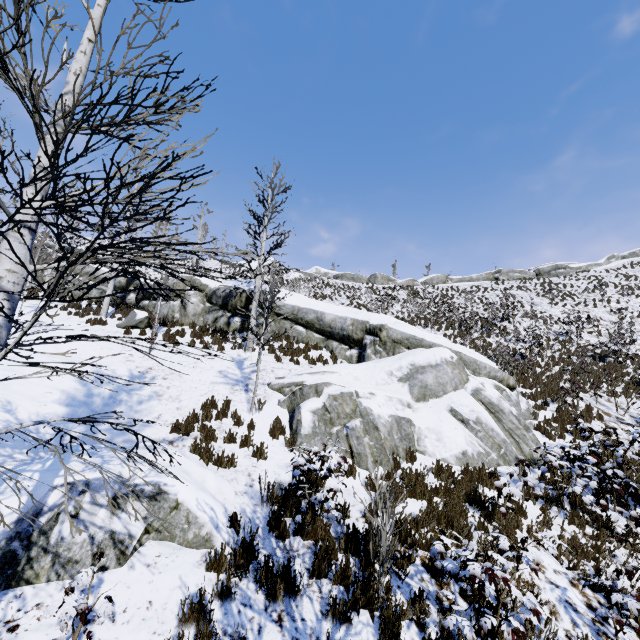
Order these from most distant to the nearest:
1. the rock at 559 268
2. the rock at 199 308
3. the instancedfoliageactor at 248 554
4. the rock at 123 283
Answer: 1. the rock at 559 268
2. the rock at 123 283
3. the rock at 199 308
4. the instancedfoliageactor at 248 554

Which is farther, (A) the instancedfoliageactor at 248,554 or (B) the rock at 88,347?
(B) the rock at 88,347

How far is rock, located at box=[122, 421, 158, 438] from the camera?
7.1m

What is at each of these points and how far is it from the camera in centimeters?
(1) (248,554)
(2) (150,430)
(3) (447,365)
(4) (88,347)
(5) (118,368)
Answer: (1) instancedfoliageactor, 443cm
(2) rock, 737cm
(3) rock, 1109cm
(4) rock, 1112cm
(5) rock, 1035cm

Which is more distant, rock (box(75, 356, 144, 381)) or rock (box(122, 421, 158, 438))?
rock (box(75, 356, 144, 381))

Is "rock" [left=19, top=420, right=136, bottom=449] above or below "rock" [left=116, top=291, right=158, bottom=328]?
below

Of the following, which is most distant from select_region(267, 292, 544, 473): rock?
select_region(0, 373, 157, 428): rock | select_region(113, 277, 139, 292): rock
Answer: select_region(0, 373, 157, 428): rock

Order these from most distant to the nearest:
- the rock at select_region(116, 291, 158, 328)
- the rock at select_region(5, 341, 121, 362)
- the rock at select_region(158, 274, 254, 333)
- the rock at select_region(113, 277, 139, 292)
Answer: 1. the rock at select_region(113, 277, 139, 292)
2. the rock at select_region(158, 274, 254, 333)
3. the rock at select_region(116, 291, 158, 328)
4. the rock at select_region(5, 341, 121, 362)
